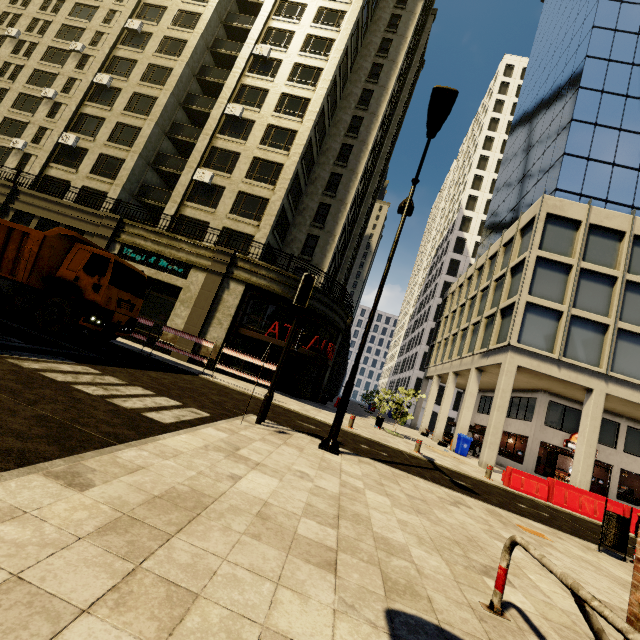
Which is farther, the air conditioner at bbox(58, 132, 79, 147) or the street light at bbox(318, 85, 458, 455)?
the air conditioner at bbox(58, 132, 79, 147)

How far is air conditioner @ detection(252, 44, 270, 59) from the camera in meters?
25.6

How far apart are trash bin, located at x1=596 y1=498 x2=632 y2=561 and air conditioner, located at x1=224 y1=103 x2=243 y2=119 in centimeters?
2905cm

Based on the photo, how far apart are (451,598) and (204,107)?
32.82m

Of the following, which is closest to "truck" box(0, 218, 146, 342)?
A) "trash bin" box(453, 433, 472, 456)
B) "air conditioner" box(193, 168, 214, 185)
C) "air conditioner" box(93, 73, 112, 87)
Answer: "air conditioner" box(193, 168, 214, 185)

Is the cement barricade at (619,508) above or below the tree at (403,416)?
below

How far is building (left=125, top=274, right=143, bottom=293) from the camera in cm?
1980

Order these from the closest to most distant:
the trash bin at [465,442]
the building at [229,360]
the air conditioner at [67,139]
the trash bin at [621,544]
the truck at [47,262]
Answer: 1. the trash bin at [621,544]
2. the truck at [47,262]
3. the building at [229,360]
4. the trash bin at [465,442]
5. the air conditioner at [67,139]
